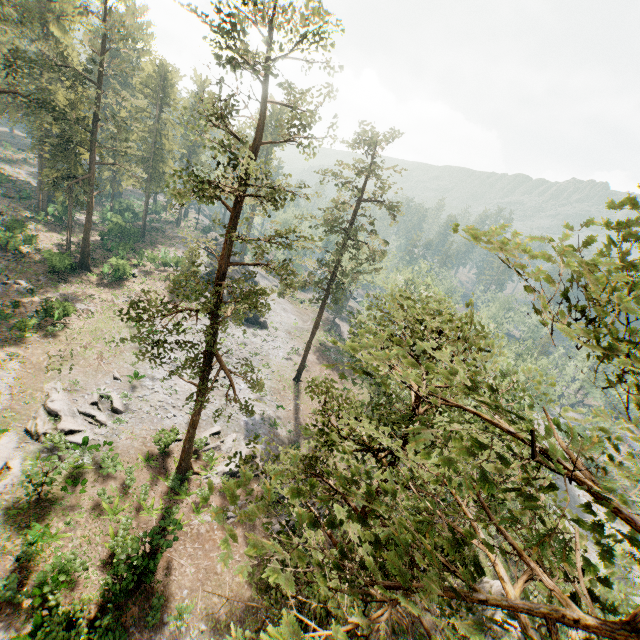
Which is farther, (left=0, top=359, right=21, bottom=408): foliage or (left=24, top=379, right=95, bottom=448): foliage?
(left=0, top=359, right=21, bottom=408): foliage

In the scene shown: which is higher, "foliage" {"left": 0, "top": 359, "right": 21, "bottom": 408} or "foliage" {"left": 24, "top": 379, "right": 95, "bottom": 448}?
"foliage" {"left": 0, "top": 359, "right": 21, "bottom": 408}

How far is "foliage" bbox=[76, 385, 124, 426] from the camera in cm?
2397

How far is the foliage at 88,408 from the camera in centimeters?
2397cm

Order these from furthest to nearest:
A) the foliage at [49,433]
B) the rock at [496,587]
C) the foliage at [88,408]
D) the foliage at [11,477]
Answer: the rock at [496,587], the foliage at [88,408], the foliage at [49,433], the foliage at [11,477]

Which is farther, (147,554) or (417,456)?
(147,554)
